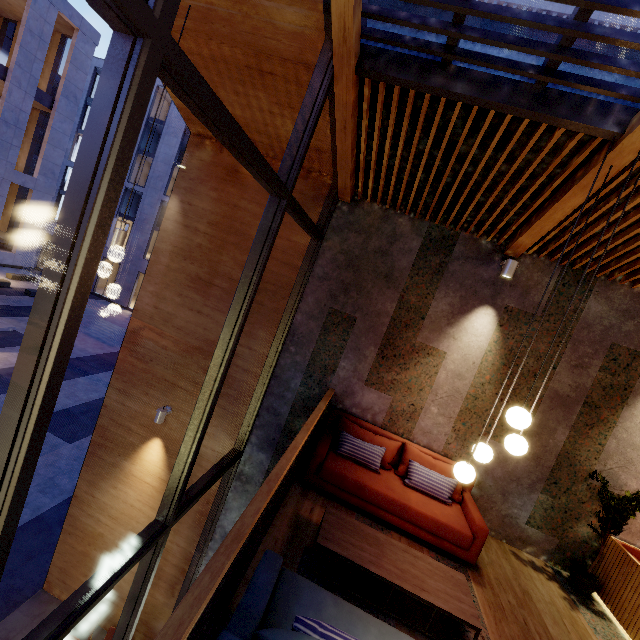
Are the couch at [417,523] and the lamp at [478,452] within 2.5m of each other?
yes

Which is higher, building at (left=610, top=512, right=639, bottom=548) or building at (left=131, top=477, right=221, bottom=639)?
building at (left=610, top=512, right=639, bottom=548)

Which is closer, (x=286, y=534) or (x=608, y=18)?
(x=286, y=534)

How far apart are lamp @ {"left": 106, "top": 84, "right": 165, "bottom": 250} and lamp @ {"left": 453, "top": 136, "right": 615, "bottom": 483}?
4.38m

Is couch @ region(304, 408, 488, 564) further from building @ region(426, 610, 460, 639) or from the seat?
the seat

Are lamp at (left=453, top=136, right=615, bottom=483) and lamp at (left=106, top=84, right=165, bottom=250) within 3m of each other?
no

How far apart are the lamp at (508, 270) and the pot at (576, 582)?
4.2m

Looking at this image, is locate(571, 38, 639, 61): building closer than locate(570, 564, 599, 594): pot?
Answer: Yes
